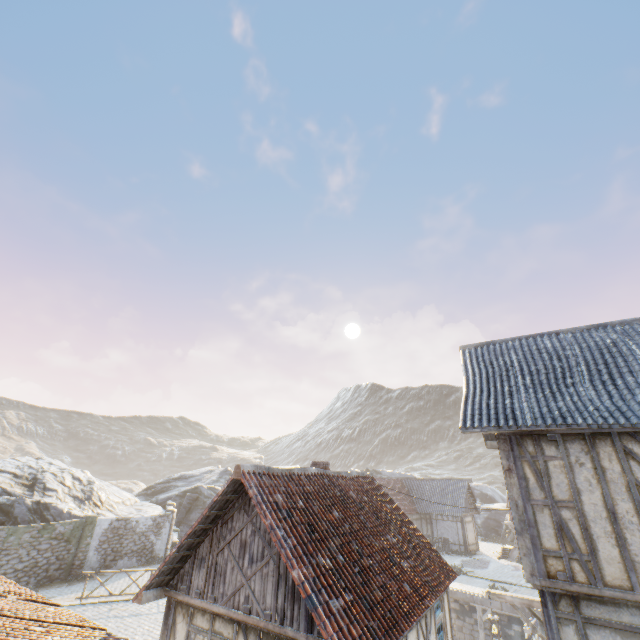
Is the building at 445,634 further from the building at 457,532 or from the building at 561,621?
the building at 457,532

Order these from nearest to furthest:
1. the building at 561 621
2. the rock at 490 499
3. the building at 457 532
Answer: the building at 561 621 → the building at 457 532 → the rock at 490 499

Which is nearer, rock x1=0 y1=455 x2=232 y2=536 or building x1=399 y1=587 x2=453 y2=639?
building x1=399 y1=587 x2=453 y2=639

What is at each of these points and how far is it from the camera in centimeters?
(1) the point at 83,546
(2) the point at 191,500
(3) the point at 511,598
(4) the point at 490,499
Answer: (1) stone column, 1959cm
(2) rock, 3391cm
(3) street light, 902cm
(4) rock, 4756cm

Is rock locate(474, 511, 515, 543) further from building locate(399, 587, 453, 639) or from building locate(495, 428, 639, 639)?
building locate(495, 428, 639, 639)

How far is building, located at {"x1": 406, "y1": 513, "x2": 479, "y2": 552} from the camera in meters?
29.2

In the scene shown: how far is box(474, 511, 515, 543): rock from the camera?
35.5 meters
